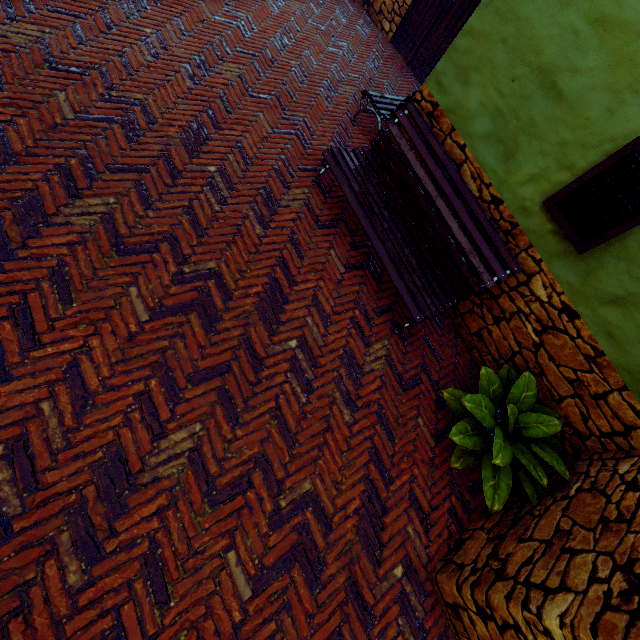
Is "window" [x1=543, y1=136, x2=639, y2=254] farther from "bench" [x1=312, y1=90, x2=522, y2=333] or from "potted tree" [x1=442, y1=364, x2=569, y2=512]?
"potted tree" [x1=442, y1=364, x2=569, y2=512]

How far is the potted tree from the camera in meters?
2.7 m

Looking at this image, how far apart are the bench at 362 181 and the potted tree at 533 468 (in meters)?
0.72

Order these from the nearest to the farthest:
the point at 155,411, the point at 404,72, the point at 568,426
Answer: the point at 155,411, the point at 568,426, the point at 404,72

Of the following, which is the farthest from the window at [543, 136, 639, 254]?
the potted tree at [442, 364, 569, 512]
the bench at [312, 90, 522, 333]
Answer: the potted tree at [442, 364, 569, 512]

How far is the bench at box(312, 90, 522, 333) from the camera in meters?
3.2 m

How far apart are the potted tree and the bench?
0.72m

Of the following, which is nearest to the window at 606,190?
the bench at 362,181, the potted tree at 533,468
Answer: the bench at 362,181
